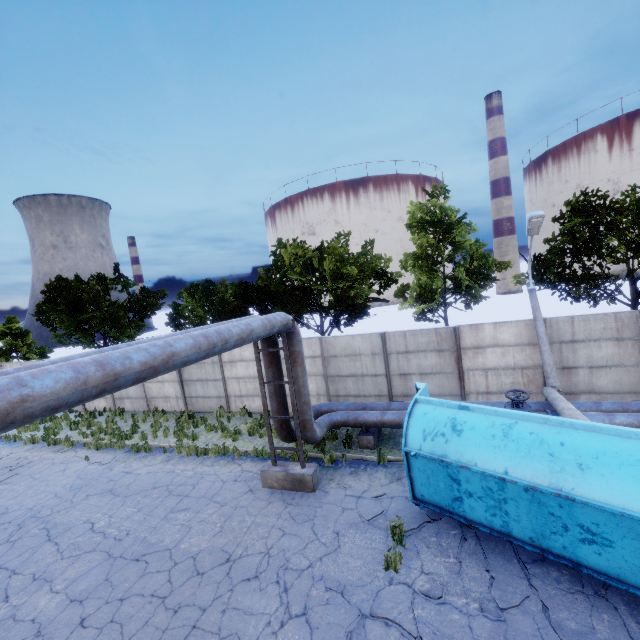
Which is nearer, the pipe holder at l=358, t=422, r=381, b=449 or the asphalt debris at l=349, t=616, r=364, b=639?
the asphalt debris at l=349, t=616, r=364, b=639

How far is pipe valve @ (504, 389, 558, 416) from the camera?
9.5 meters

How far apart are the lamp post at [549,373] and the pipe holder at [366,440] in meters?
5.5 m

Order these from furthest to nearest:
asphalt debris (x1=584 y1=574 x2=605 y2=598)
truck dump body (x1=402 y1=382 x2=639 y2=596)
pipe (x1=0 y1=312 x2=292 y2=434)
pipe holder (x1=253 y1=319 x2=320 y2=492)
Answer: pipe holder (x1=253 y1=319 x2=320 y2=492) → asphalt debris (x1=584 y1=574 x2=605 y2=598) → truck dump body (x1=402 y1=382 x2=639 y2=596) → pipe (x1=0 y1=312 x2=292 y2=434)

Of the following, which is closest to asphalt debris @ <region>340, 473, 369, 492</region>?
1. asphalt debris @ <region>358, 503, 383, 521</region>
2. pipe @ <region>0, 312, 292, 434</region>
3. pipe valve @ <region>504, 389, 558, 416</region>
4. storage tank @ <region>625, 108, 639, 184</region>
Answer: asphalt debris @ <region>358, 503, 383, 521</region>

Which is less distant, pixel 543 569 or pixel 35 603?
pixel 543 569

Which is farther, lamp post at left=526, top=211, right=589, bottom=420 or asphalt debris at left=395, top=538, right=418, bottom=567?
lamp post at left=526, top=211, right=589, bottom=420

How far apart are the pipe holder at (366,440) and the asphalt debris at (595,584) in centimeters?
601cm
